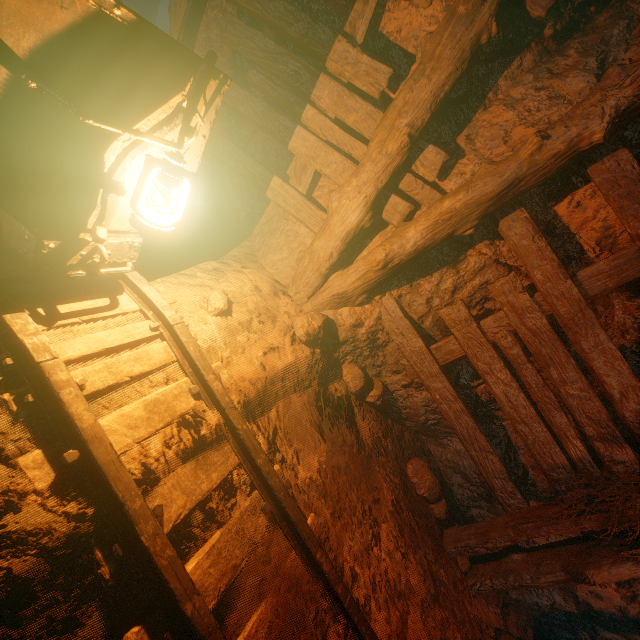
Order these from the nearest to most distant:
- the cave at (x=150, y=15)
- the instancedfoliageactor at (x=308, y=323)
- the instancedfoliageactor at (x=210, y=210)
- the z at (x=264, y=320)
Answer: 1. the z at (x=264, y=320)
2. the instancedfoliageactor at (x=308, y=323)
3. the instancedfoliageactor at (x=210, y=210)
4. the cave at (x=150, y=15)

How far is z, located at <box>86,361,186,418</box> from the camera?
1.6m

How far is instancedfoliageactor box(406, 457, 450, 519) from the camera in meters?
3.6

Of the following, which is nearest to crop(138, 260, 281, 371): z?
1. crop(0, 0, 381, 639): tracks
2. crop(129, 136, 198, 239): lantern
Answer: crop(0, 0, 381, 639): tracks

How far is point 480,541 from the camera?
3.3m

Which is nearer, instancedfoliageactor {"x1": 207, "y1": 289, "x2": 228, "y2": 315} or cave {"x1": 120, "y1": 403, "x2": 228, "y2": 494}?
cave {"x1": 120, "y1": 403, "x2": 228, "y2": 494}

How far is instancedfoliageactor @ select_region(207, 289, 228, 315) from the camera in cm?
250

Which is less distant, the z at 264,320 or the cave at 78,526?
the cave at 78,526
